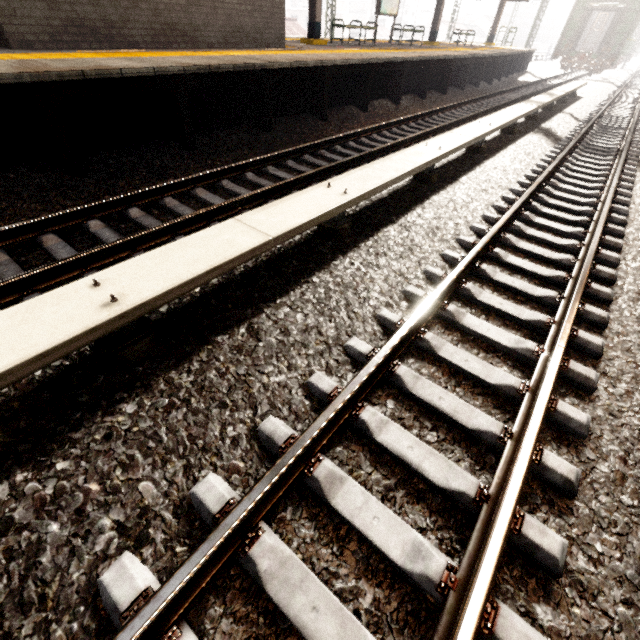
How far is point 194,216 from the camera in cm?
392

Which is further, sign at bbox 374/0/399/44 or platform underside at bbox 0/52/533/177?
sign at bbox 374/0/399/44

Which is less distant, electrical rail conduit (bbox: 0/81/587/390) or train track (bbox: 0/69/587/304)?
electrical rail conduit (bbox: 0/81/587/390)

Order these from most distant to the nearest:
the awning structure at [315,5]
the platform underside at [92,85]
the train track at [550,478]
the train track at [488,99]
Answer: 1. the awning structure at [315,5]
2. the platform underside at [92,85]
3. the train track at [488,99]
4. the train track at [550,478]

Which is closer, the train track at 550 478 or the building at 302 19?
the train track at 550 478

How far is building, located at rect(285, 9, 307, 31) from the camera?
54.5 meters

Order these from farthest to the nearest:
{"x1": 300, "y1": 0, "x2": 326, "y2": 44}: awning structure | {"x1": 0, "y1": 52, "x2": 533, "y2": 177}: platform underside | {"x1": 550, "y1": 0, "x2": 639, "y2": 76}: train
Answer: {"x1": 550, "y1": 0, "x2": 639, "y2": 76}: train
{"x1": 300, "y1": 0, "x2": 326, "y2": 44}: awning structure
{"x1": 0, "y1": 52, "x2": 533, "y2": 177}: platform underside

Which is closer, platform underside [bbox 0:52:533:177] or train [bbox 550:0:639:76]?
platform underside [bbox 0:52:533:177]
